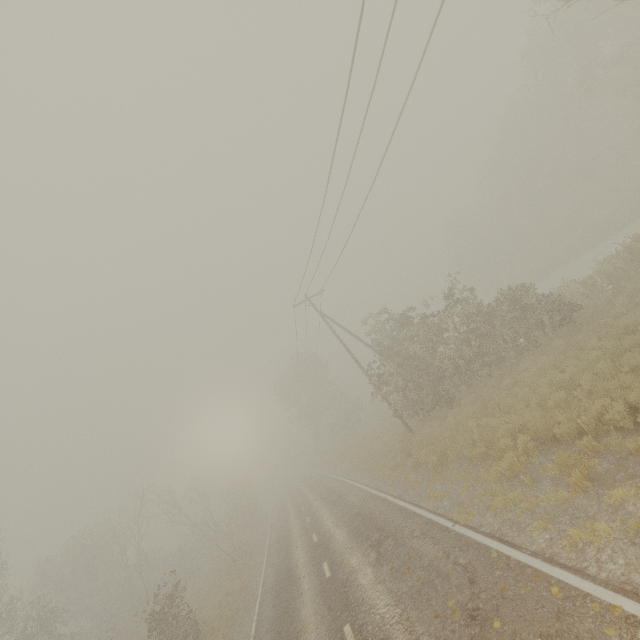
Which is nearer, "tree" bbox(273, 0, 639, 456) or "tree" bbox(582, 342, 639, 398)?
"tree" bbox(582, 342, 639, 398)

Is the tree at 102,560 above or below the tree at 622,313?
above

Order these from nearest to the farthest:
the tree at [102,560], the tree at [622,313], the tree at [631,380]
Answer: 1. the tree at [631,380]
2. the tree at [622,313]
3. the tree at [102,560]

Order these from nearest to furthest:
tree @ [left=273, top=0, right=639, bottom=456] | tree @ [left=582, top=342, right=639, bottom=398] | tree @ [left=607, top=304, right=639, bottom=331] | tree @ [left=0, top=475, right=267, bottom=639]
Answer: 1. tree @ [left=582, top=342, right=639, bottom=398]
2. tree @ [left=607, top=304, right=639, bottom=331]
3. tree @ [left=273, top=0, right=639, bottom=456]
4. tree @ [left=0, top=475, right=267, bottom=639]

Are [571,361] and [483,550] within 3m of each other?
no
